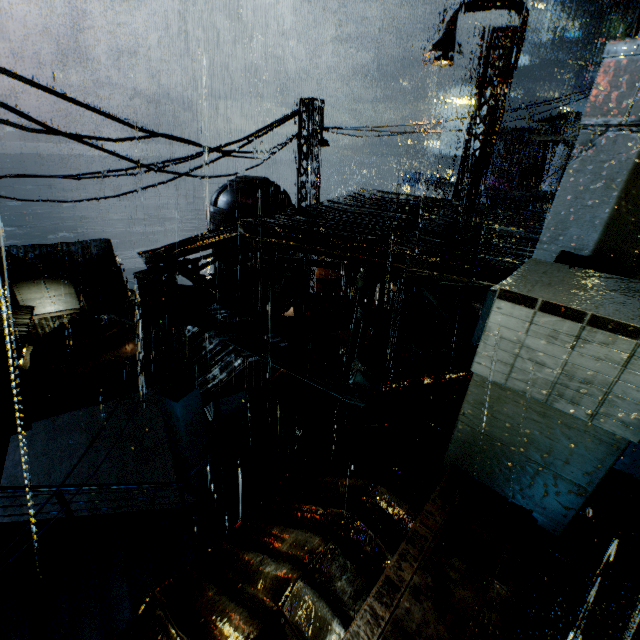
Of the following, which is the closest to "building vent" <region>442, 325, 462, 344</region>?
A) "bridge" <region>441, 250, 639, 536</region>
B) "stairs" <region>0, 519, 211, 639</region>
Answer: "bridge" <region>441, 250, 639, 536</region>

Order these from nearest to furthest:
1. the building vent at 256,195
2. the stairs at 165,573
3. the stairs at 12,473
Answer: the stairs at 165,573 < the building vent at 256,195 < the stairs at 12,473

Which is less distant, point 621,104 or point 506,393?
point 506,393

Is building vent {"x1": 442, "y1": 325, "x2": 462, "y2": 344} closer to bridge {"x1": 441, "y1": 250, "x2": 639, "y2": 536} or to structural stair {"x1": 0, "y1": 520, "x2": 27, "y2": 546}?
bridge {"x1": 441, "y1": 250, "x2": 639, "y2": 536}

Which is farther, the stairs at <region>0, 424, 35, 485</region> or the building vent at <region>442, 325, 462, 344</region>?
the building vent at <region>442, 325, 462, 344</region>

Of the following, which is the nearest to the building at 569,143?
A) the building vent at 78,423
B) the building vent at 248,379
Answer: the building vent at 248,379

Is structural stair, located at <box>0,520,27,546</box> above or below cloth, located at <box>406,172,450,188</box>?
below

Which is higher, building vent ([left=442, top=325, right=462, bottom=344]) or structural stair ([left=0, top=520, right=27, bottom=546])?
building vent ([left=442, top=325, right=462, bottom=344])
